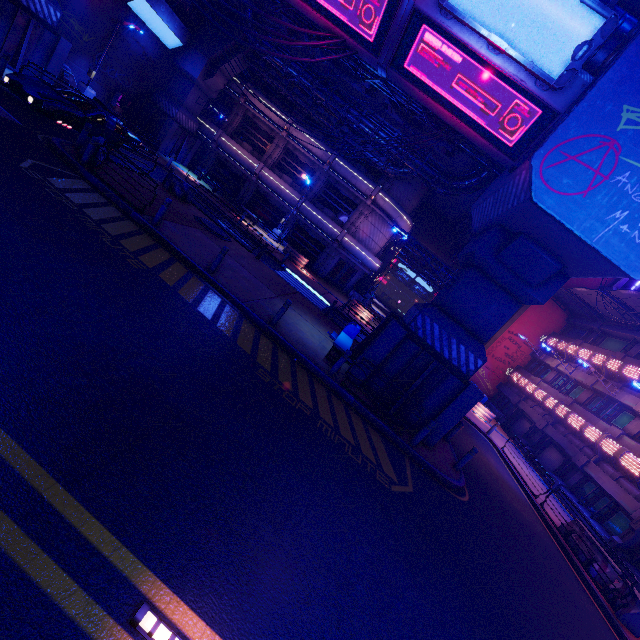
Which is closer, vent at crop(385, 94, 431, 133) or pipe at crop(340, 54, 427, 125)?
pipe at crop(340, 54, 427, 125)

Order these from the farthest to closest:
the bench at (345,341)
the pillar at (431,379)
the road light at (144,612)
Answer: the bench at (345,341)
the pillar at (431,379)
the road light at (144,612)

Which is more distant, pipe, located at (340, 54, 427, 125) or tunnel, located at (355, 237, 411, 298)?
tunnel, located at (355, 237, 411, 298)

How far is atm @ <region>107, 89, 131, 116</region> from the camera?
24.33m

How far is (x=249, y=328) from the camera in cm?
1010

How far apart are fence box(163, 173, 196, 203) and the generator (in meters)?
10.72

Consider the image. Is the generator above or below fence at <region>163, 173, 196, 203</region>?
above

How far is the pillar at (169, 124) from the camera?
25.6 meters
